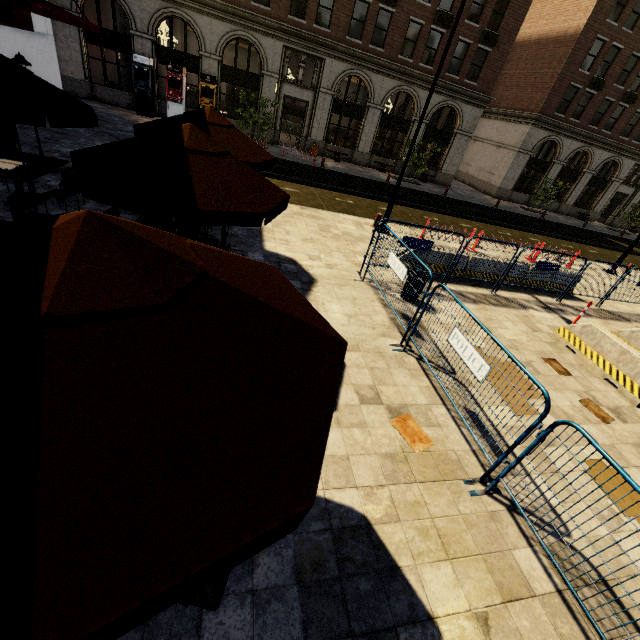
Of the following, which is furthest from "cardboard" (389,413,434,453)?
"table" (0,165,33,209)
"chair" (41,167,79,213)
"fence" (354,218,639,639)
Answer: "table" (0,165,33,209)

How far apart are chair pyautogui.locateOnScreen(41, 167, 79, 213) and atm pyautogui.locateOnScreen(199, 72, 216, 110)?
17.85m

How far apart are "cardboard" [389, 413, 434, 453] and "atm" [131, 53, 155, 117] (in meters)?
25.36

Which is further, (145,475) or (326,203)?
(326,203)

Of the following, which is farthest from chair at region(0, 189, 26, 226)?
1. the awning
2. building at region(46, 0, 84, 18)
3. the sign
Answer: building at region(46, 0, 84, 18)

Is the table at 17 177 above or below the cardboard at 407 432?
above

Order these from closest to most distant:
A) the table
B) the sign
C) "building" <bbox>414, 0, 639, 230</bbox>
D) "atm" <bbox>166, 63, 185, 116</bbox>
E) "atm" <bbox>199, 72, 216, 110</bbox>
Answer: the table
the sign
"atm" <bbox>166, 63, 185, 116</bbox>
"atm" <bbox>199, 72, 216, 110</bbox>
"building" <bbox>414, 0, 639, 230</bbox>

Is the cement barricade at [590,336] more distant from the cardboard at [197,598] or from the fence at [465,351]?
the cardboard at [197,598]
